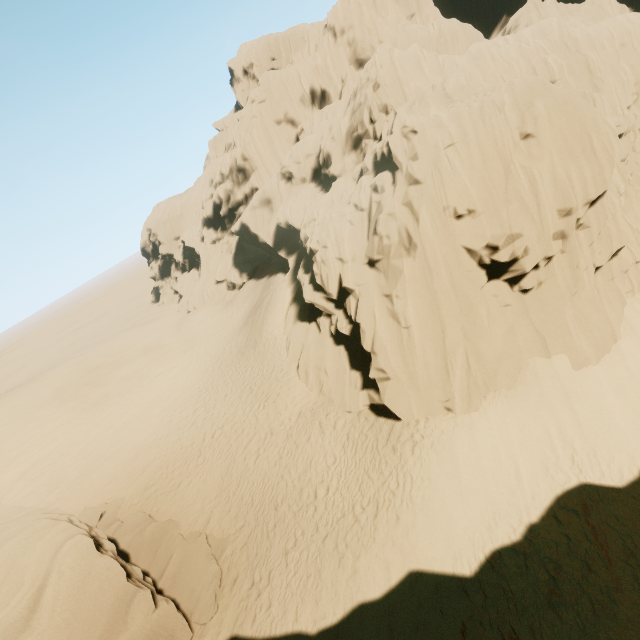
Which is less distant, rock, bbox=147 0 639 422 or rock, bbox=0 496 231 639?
rock, bbox=0 496 231 639

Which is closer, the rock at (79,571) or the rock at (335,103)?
the rock at (79,571)

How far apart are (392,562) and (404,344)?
7.1 meters
